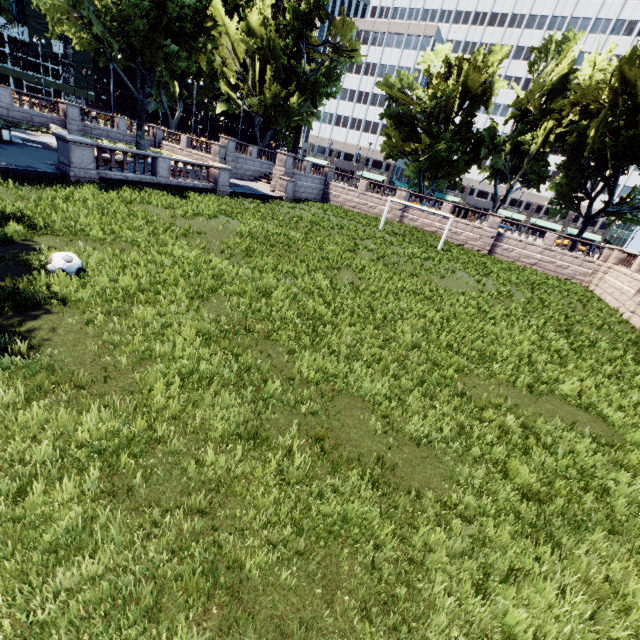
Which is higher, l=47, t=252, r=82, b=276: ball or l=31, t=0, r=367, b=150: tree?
l=31, t=0, r=367, b=150: tree

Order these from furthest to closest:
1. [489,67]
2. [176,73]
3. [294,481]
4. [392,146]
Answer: [176,73] → [392,146] → [489,67] → [294,481]

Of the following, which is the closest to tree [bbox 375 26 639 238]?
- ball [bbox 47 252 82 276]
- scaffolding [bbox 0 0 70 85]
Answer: ball [bbox 47 252 82 276]

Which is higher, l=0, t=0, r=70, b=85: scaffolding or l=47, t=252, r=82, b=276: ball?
l=0, t=0, r=70, b=85: scaffolding

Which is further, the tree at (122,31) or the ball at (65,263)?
the tree at (122,31)

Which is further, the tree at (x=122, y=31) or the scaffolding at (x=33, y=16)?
the scaffolding at (x=33, y=16)

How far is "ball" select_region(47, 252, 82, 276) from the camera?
7.47m
